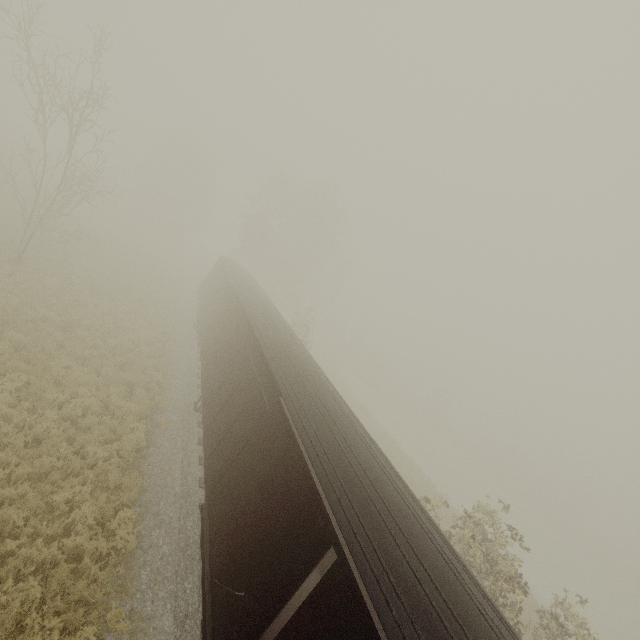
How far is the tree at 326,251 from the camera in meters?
37.7 m

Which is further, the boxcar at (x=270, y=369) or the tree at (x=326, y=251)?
the tree at (x=326, y=251)

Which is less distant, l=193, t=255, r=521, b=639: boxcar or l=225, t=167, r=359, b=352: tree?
l=193, t=255, r=521, b=639: boxcar

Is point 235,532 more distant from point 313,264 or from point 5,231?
point 313,264

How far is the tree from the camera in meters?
37.7 m
